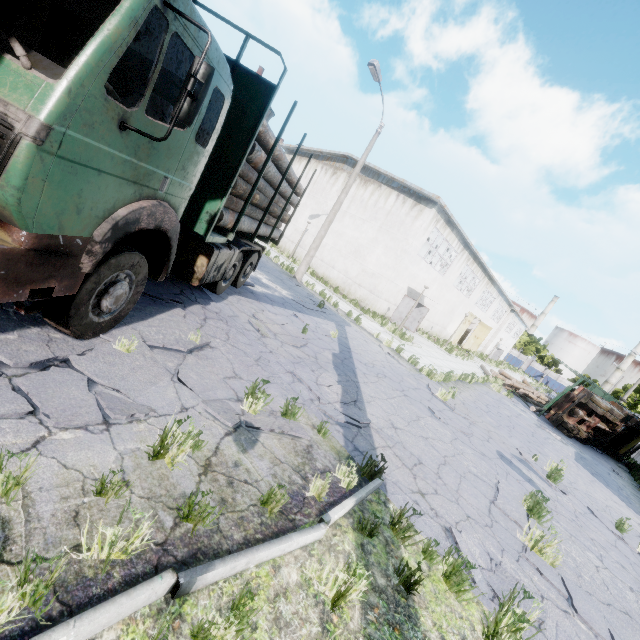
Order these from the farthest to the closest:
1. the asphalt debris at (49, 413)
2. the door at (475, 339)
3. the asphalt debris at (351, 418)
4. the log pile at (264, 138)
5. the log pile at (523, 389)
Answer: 1. the door at (475, 339)
2. the log pile at (523, 389)
3. the asphalt debris at (351, 418)
4. the log pile at (264, 138)
5. the asphalt debris at (49, 413)

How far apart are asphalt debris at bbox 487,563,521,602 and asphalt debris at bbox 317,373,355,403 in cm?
197

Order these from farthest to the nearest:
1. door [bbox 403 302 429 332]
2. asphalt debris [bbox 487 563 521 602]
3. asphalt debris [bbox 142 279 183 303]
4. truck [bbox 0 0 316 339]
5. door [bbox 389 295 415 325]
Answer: door [bbox 403 302 429 332] → door [bbox 389 295 415 325] → asphalt debris [bbox 142 279 183 303] → asphalt debris [bbox 487 563 521 602] → truck [bbox 0 0 316 339]

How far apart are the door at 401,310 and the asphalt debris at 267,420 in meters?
18.9 m

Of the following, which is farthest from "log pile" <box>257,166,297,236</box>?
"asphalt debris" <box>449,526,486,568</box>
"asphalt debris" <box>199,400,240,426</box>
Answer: "asphalt debris" <box>449,526,486,568</box>

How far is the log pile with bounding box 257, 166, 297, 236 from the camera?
7.7m

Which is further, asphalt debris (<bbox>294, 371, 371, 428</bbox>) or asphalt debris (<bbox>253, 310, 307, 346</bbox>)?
asphalt debris (<bbox>253, 310, 307, 346</bbox>)

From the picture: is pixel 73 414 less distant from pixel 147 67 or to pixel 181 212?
pixel 181 212
